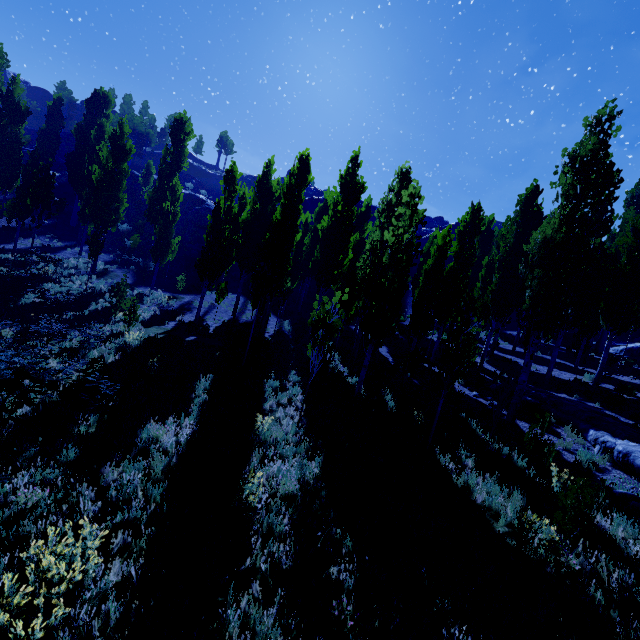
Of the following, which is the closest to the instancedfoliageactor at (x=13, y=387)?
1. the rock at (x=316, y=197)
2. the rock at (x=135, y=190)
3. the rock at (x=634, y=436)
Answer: the rock at (x=634, y=436)

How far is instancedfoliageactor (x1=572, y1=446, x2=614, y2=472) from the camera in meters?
9.7

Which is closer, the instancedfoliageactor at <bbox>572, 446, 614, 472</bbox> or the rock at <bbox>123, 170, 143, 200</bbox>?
the instancedfoliageactor at <bbox>572, 446, 614, 472</bbox>

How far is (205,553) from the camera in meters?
4.9 m

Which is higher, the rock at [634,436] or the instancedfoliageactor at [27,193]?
the instancedfoliageactor at [27,193]

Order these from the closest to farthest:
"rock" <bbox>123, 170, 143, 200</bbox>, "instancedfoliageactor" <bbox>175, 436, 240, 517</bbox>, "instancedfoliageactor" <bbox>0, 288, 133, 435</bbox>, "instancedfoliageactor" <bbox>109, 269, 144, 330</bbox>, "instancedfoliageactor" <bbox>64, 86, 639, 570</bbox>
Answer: "instancedfoliageactor" <bbox>175, 436, 240, 517</bbox>
"instancedfoliageactor" <bbox>0, 288, 133, 435</bbox>
"instancedfoliageactor" <bbox>64, 86, 639, 570</bbox>
"instancedfoliageactor" <bbox>109, 269, 144, 330</bbox>
"rock" <bbox>123, 170, 143, 200</bbox>

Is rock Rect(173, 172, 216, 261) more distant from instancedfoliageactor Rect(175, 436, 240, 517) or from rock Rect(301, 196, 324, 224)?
rock Rect(301, 196, 324, 224)
